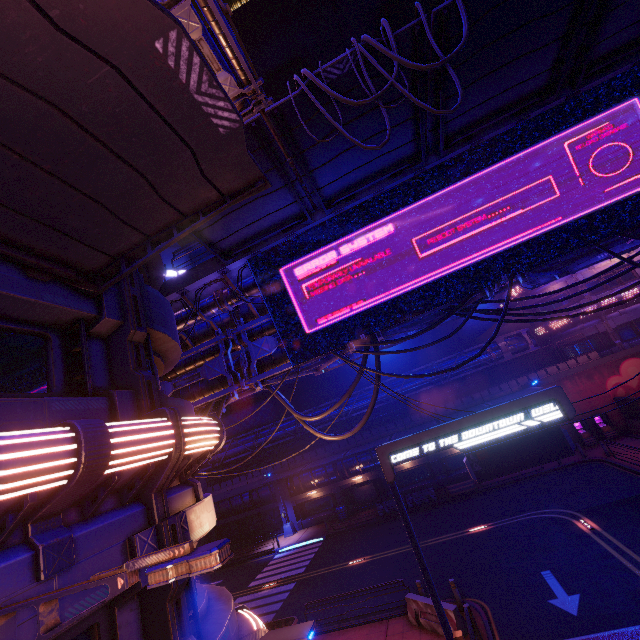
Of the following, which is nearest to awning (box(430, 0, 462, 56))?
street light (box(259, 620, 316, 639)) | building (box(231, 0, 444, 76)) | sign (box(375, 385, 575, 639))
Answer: sign (box(375, 385, 575, 639))

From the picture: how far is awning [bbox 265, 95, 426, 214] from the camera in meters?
8.5 m

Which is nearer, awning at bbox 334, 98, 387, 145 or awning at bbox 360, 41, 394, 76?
awning at bbox 360, 41, 394, 76

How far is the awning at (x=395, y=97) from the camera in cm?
851

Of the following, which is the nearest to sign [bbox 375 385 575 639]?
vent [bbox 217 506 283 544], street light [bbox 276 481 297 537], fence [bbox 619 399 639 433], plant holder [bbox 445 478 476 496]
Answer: plant holder [bbox 445 478 476 496]

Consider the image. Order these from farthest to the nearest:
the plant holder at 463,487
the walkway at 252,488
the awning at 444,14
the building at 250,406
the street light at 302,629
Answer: the building at 250,406 < the walkway at 252,488 < the plant holder at 463,487 < the awning at 444,14 < the street light at 302,629

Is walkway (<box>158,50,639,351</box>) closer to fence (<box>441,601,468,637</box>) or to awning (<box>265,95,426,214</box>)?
awning (<box>265,95,426,214</box>)

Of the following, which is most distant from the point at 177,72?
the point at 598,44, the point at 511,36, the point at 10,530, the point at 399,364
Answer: the point at 399,364
